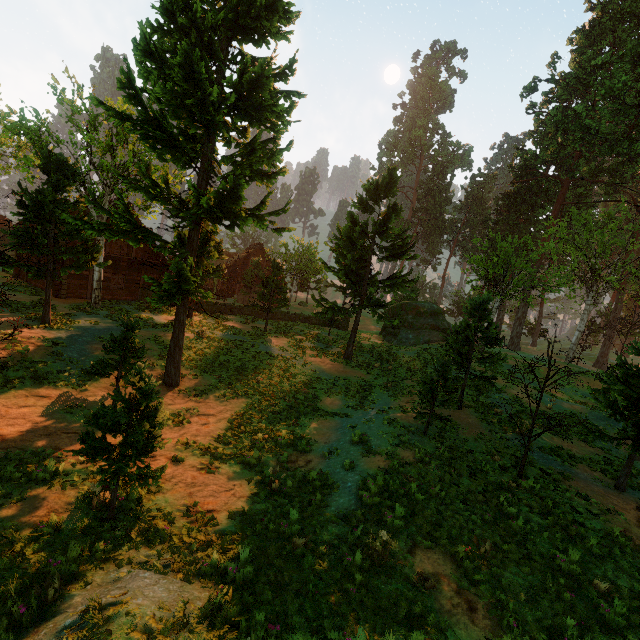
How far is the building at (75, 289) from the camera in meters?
23.1

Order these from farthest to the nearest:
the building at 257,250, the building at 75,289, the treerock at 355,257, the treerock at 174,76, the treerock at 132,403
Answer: the building at 257,250
the building at 75,289
the treerock at 355,257
the treerock at 174,76
the treerock at 132,403

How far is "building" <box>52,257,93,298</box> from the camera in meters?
23.1

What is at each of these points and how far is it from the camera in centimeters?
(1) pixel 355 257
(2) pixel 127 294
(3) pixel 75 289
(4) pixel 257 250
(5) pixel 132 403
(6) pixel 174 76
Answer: (1) treerock, 2409cm
(2) building, 2750cm
(3) building, 2419cm
(4) building, 4406cm
(5) treerock, 729cm
(6) treerock, 1104cm

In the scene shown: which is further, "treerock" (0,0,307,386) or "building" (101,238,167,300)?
"building" (101,238,167,300)

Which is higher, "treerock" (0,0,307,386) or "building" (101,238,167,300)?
"treerock" (0,0,307,386)
